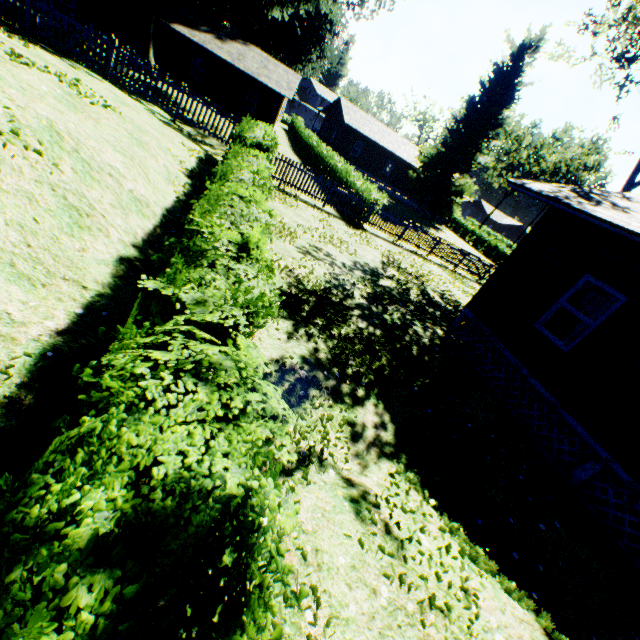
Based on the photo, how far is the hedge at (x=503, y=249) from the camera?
38.4 meters

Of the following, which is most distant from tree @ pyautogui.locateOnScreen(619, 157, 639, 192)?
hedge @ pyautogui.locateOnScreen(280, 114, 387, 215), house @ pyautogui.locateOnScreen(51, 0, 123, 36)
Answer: house @ pyautogui.locateOnScreen(51, 0, 123, 36)

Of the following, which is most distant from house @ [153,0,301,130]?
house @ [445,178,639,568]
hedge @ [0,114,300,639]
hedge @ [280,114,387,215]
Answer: house @ [445,178,639,568]

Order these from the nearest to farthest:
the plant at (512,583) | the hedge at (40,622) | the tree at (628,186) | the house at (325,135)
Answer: the hedge at (40,622) < the plant at (512,583) < the tree at (628,186) < the house at (325,135)

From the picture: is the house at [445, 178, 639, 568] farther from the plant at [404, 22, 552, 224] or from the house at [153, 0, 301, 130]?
the house at [153, 0, 301, 130]

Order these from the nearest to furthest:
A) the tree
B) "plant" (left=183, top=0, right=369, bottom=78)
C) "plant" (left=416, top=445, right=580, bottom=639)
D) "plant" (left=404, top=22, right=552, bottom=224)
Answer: "plant" (left=416, top=445, right=580, bottom=639), the tree, "plant" (left=183, top=0, right=369, bottom=78), "plant" (left=404, top=22, right=552, bottom=224)

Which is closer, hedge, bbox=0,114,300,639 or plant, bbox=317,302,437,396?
hedge, bbox=0,114,300,639

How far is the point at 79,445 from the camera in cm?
192
